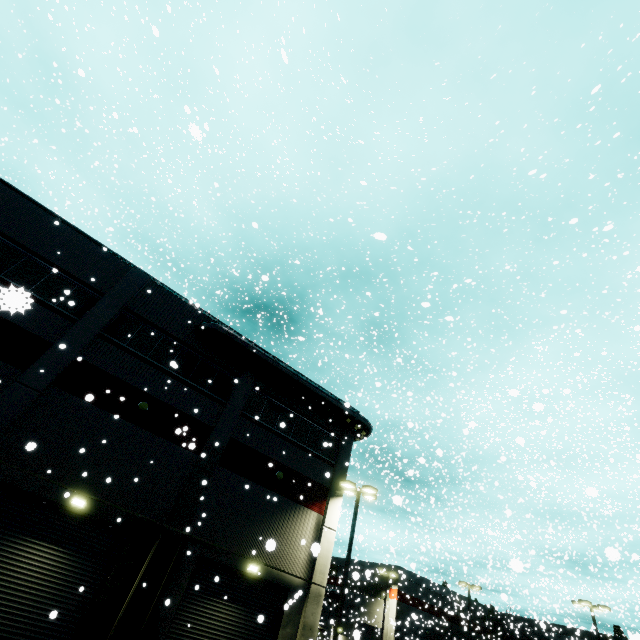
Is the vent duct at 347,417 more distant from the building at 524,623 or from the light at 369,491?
the light at 369,491

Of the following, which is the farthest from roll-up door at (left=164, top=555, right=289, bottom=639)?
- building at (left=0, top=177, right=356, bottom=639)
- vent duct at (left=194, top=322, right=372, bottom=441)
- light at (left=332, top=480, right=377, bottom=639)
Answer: vent duct at (left=194, top=322, right=372, bottom=441)

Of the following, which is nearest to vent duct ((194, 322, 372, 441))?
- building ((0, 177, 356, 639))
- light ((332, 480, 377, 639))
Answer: building ((0, 177, 356, 639))

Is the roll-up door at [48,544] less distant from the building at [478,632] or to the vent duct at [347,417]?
the building at [478,632]

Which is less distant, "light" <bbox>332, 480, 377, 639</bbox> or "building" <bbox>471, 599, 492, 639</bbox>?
"light" <bbox>332, 480, 377, 639</bbox>

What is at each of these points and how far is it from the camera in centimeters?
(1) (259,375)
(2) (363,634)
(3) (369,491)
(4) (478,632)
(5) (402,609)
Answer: (1) building, 1955cm
(2) roll-up door, 4072cm
(3) light, 1870cm
(4) building, 4522cm
(5) building, 3966cm

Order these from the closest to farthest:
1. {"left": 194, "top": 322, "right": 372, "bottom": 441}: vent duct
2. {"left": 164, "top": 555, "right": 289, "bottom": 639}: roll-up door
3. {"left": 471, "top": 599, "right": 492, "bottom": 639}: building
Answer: {"left": 164, "top": 555, "right": 289, "bottom": 639}: roll-up door → {"left": 194, "top": 322, "right": 372, "bottom": 441}: vent duct → {"left": 471, "top": 599, "right": 492, "bottom": 639}: building

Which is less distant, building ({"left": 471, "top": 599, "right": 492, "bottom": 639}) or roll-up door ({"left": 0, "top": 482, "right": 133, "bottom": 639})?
roll-up door ({"left": 0, "top": 482, "right": 133, "bottom": 639})
